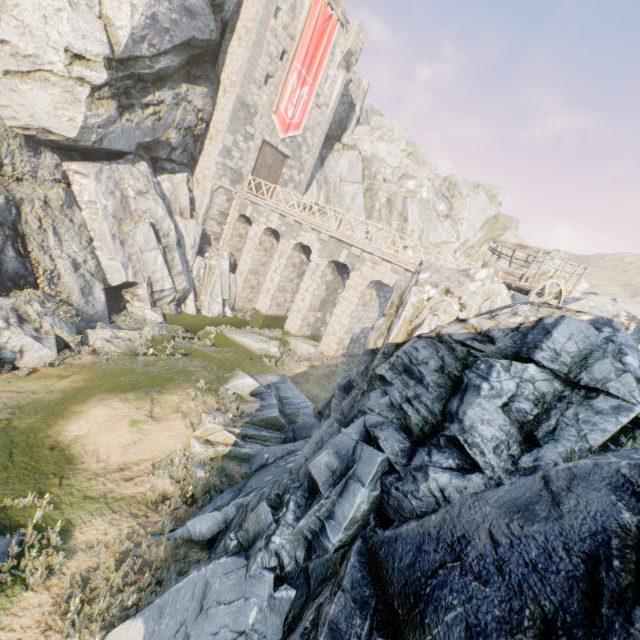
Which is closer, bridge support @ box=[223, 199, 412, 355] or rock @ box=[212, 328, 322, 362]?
rock @ box=[212, 328, 322, 362]

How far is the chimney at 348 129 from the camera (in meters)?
31.78

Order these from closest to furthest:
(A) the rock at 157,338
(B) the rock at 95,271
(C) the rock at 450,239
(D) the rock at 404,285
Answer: (D) the rock at 404,285 → (B) the rock at 95,271 → (A) the rock at 157,338 → (C) the rock at 450,239

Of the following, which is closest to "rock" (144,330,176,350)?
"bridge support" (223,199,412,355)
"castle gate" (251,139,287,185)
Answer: "bridge support" (223,199,412,355)

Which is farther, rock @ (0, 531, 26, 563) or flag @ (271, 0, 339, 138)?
flag @ (271, 0, 339, 138)

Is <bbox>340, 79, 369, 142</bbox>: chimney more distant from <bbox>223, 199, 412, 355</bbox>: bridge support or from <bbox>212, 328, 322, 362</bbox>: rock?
<bbox>223, 199, 412, 355</bbox>: bridge support

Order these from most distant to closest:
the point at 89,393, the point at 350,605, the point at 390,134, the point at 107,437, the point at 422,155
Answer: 1. the point at 422,155
2. the point at 390,134
3. the point at 89,393
4. the point at 107,437
5. the point at 350,605

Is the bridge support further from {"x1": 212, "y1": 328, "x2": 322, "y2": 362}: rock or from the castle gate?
the castle gate
